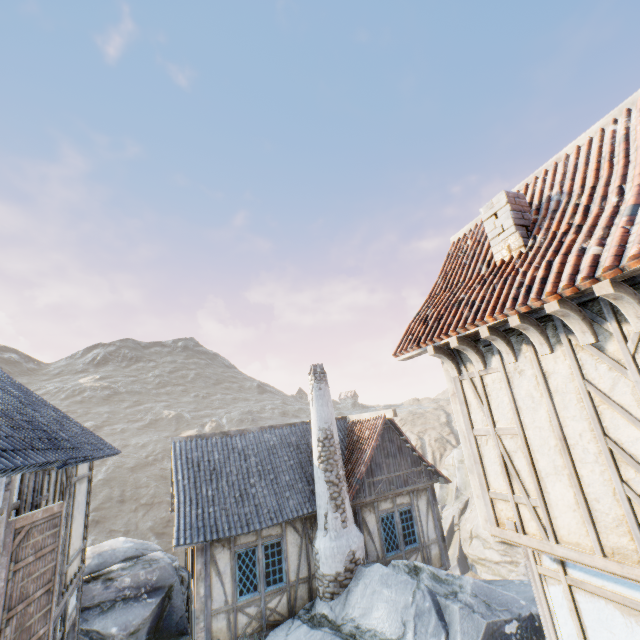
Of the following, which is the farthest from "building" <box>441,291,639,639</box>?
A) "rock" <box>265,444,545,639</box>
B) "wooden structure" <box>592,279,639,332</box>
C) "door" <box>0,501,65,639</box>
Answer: "door" <box>0,501,65,639</box>

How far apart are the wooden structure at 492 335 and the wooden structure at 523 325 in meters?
0.4 m

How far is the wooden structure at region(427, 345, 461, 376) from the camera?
5.4m

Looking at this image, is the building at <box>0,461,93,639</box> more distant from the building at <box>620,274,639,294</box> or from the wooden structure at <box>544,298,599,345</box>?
the wooden structure at <box>544,298,599,345</box>

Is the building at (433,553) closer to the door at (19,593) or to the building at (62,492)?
the building at (62,492)

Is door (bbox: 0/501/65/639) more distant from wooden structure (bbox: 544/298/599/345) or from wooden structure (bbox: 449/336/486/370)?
wooden structure (bbox: 544/298/599/345)

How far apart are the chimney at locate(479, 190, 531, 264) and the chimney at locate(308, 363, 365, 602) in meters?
7.9

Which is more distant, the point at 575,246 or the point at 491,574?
the point at 491,574
